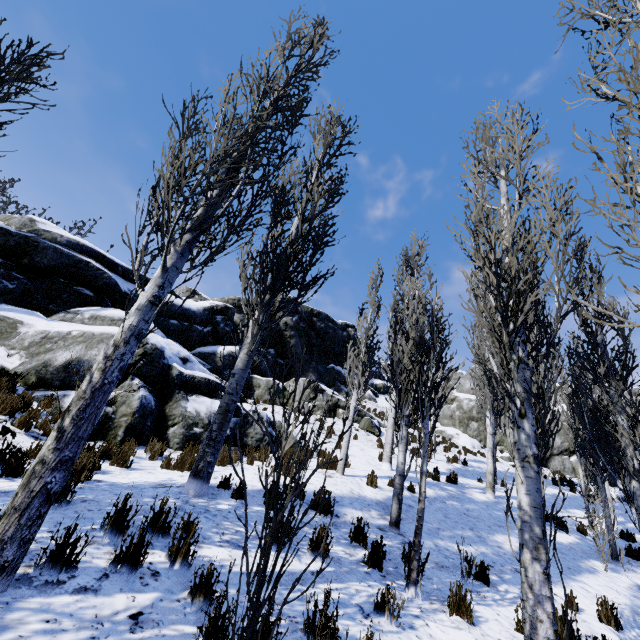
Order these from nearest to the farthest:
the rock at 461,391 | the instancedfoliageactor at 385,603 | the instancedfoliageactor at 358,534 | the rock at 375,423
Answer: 1. the instancedfoliageactor at 385,603
2. the instancedfoliageactor at 358,534
3. the rock at 375,423
4. the rock at 461,391

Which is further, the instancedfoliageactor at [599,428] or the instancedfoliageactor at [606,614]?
the instancedfoliageactor at [606,614]

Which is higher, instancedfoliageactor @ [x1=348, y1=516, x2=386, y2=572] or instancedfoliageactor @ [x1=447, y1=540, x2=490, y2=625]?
instancedfoliageactor @ [x1=348, y1=516, x2=386, y2=572]

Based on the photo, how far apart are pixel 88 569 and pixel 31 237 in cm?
1331

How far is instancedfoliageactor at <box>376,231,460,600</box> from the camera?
4.8 meters

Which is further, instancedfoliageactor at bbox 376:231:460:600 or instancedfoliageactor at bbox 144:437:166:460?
instancedfoliageactor at bbox 144:437:166:460
